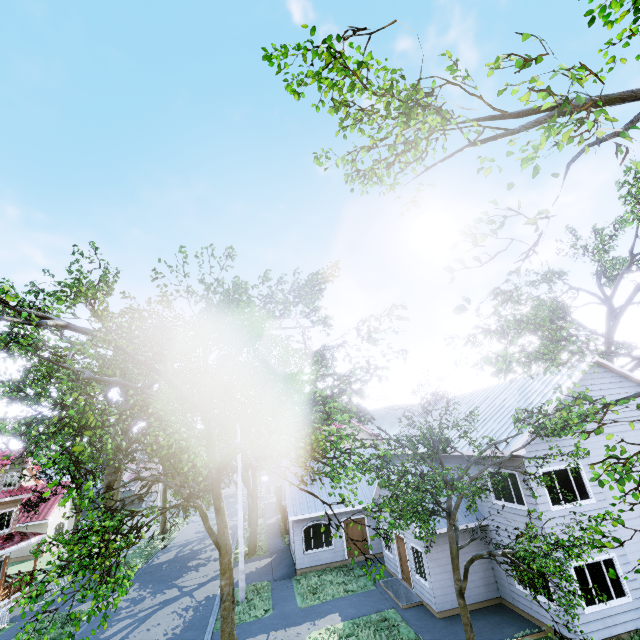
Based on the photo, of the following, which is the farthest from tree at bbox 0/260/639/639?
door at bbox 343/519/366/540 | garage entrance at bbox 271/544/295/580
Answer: door at bbox 343/519/366/540

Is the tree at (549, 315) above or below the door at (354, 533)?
above

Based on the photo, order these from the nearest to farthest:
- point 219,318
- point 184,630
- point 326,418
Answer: point 219,318 < point 184,630 < point 326,418

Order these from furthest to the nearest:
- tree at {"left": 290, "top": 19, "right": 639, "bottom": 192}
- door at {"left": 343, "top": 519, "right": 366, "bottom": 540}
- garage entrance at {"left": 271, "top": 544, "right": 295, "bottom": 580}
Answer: door at {"left": 343, "top": 519, "right": 366, "bottom": 540}
garage entrance at {"left": 271, "top": 544, "right": 295, "bottom": 580}
tree at {"left": 290, "top": 19, "right": 639, "bottom": 192}

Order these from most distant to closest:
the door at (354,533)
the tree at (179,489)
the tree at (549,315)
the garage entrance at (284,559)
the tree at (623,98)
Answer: the door at (354,533), the garage entrance at (284,559), the tree at (549,315), the tree at (179,489), the tree at (623,98)

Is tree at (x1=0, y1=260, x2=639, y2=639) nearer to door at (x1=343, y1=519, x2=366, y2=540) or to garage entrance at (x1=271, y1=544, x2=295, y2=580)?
garage entrance at (x1=271, y1=544, x2=295, y2=580)

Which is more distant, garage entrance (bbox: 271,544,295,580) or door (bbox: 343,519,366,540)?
door (bbox: 343,519,366,540)
